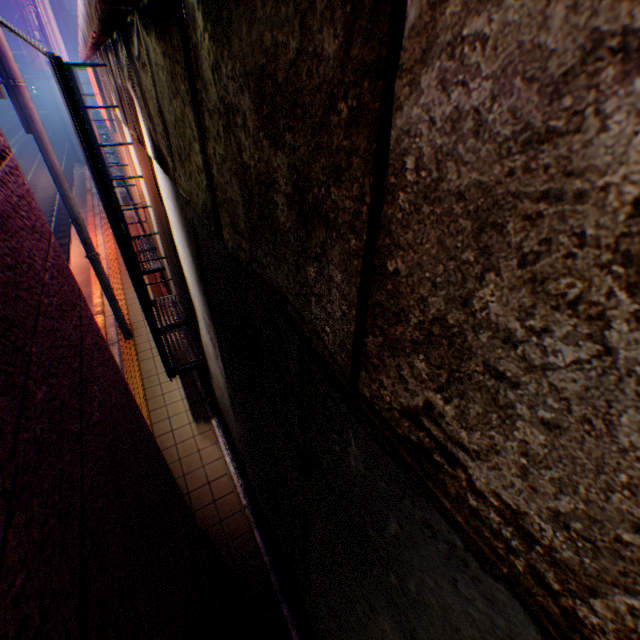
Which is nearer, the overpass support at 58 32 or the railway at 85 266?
the railway at 85 266

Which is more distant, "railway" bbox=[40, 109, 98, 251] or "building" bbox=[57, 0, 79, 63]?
"building" bbox=[57, 0, 79, 63]

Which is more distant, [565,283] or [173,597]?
[173,597]

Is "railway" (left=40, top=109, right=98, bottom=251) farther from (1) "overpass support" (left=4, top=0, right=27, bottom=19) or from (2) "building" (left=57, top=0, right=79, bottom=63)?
(2) "building" (left=57, top=0, right=79, bottom=63)

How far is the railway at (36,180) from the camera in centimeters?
1669cm

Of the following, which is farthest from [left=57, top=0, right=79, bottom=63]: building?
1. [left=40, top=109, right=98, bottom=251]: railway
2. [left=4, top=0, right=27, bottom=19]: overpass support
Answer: [left=40, top=109, right=98, bottom=251]: railway
